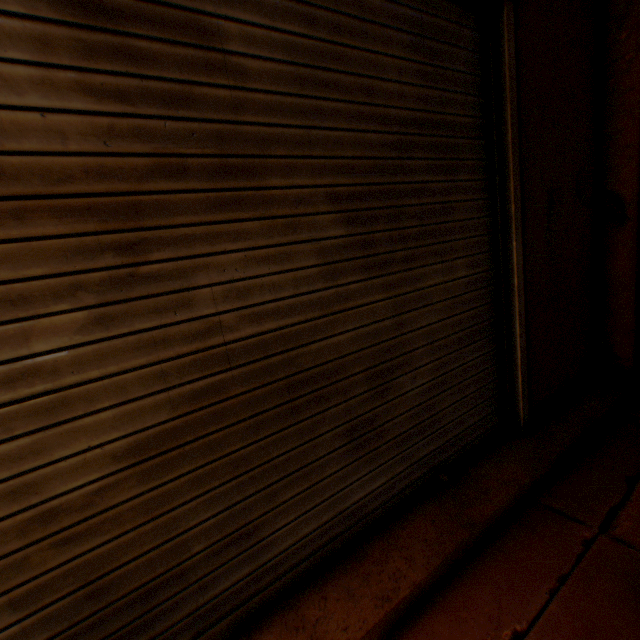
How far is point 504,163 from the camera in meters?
2.0
